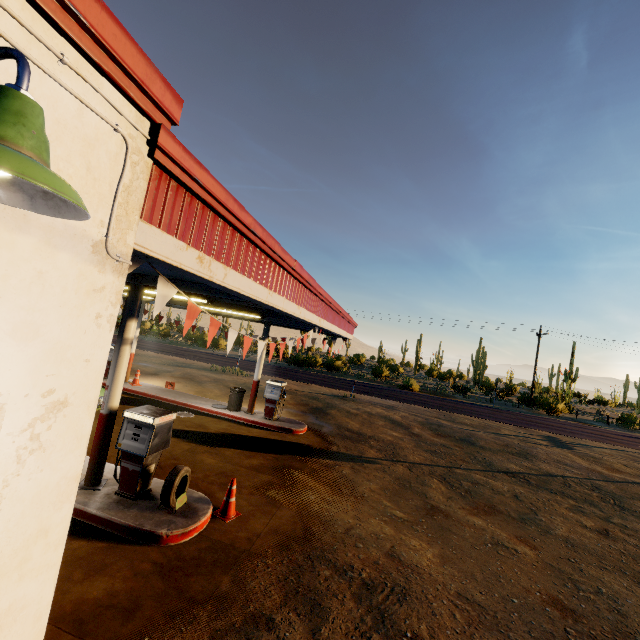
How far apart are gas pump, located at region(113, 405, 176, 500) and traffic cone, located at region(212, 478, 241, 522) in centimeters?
126cm

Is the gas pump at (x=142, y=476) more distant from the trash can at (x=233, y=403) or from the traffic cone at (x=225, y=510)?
the trash can at (x=233, y=403)

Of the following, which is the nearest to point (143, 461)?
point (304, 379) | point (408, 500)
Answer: point (408, 500)

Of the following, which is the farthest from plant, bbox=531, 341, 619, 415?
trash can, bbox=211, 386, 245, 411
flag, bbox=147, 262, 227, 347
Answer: trash can, bbox=211, 386, 245, 411

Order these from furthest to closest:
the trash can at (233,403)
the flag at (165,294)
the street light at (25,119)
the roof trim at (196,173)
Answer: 1. the trash can at (233,403)
2. the flag at (165,294)
3. the roof trim at (196,173)
4. the street light at (25,119)

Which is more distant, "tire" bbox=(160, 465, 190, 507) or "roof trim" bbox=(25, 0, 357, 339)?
"tire" bbox=(160, 465, 190, 507)

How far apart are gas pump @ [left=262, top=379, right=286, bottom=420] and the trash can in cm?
92

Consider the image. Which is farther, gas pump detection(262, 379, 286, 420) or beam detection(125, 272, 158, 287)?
gas pump detection(262, 379, 286, 420)
